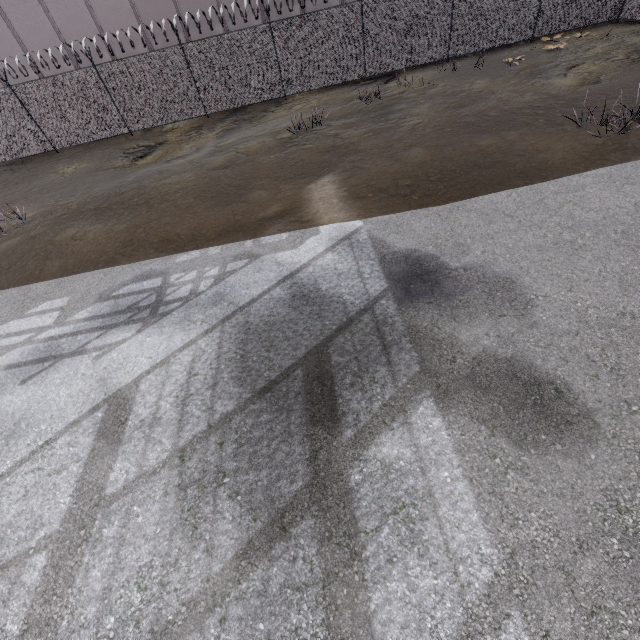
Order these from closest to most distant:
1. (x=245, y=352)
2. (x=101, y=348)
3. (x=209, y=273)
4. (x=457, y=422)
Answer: (x=457, y=422) < (x=245, y=352) < (x=101, y=348) < (x=209, y=273)
